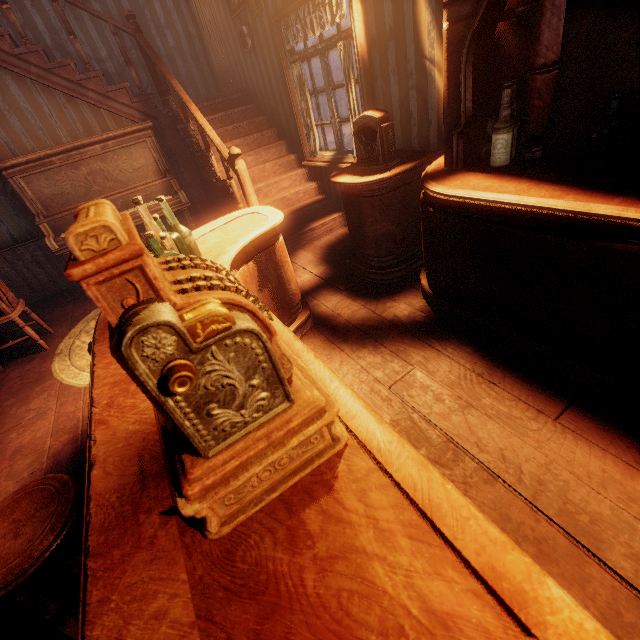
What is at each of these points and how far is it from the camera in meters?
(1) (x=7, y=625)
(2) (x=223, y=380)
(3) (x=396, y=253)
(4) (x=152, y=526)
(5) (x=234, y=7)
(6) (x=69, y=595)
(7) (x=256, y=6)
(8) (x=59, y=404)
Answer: (1) building, 1.5
(2) cash register, 0.6
(3) table, 3.1
(4) table, 0.7
(5) photos, 4.4
(6) building, 1.6
(7) photos, 4.1
(8) building, 2.8

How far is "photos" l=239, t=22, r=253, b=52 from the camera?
4.4 meters

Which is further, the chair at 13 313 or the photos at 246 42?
the photos at 246 42

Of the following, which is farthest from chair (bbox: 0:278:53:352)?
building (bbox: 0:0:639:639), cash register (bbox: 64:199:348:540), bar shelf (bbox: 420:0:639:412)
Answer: bar shelf (bbox: 420:0:639:412)

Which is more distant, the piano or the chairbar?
the piano

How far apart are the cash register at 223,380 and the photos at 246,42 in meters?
5.2

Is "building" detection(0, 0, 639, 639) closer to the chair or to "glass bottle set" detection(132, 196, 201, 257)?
the chair

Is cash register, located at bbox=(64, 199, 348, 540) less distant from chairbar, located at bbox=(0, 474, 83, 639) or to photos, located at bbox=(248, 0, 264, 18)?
chairbar, located at bbox=(0, 474, 83, 639)
